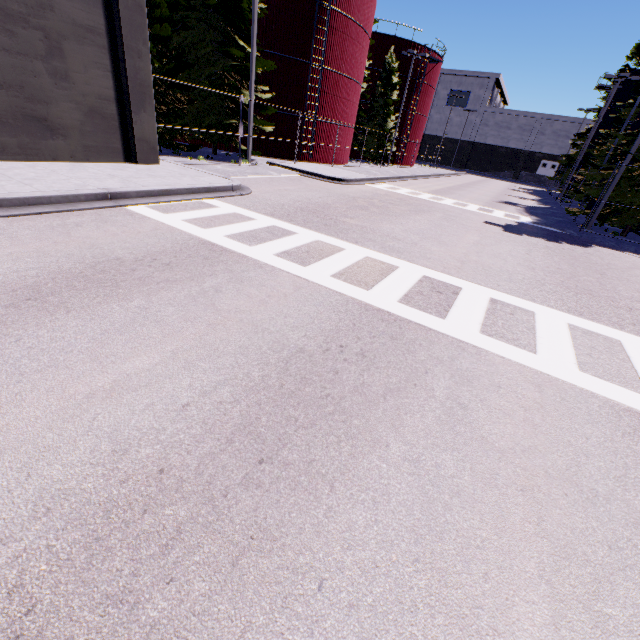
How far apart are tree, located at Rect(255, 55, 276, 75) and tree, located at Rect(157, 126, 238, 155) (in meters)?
3.68

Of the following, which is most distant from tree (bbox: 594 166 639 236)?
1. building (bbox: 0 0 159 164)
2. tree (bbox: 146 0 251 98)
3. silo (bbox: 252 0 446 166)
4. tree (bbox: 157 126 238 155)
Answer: tree (bbox: 157 126 238 155)

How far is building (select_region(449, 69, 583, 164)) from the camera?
55.6 meters

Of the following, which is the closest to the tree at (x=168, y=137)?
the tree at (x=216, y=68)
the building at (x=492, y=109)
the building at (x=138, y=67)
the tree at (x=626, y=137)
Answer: the tree at (x=216, y=68)

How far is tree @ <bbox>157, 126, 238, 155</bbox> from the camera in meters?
16.2

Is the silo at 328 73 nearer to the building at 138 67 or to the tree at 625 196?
the building at 138 67

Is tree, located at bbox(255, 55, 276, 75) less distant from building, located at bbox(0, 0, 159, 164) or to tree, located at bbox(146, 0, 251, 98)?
tree, located at bbox(146, 0, 251, 98)

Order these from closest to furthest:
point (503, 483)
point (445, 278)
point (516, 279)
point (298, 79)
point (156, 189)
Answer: point (503, 483), point (445, 278), point (516, 279), point (156, 189), point (298, 79)
